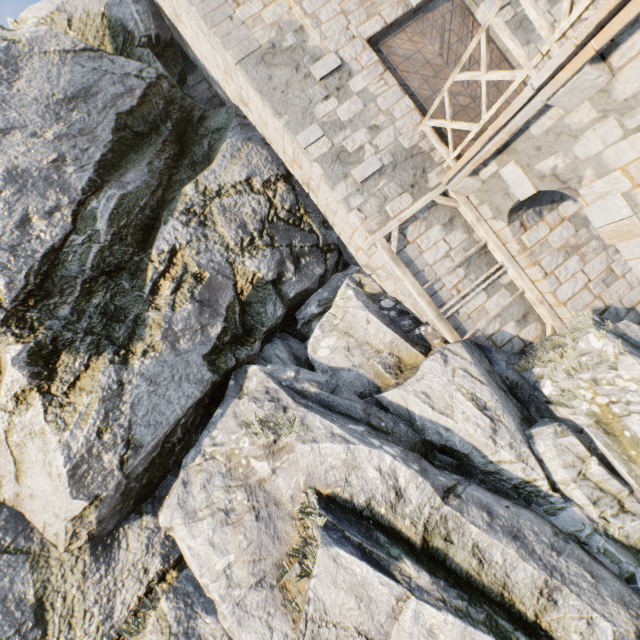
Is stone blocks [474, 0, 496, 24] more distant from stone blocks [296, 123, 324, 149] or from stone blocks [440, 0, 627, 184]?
stone blocks [296, 123, 324, 149]

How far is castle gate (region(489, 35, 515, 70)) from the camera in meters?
8.4 m

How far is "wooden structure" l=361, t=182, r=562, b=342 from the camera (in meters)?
7.57

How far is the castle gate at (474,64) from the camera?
8.3 meters

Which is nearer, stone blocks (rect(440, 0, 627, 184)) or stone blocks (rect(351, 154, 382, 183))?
stone blocks (rect(440, 0, 627, 184))

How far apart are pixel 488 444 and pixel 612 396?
2.4 meters

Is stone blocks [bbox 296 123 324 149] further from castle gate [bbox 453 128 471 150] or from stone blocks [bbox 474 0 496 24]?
stone blocks [bbox 474 0 496 24]

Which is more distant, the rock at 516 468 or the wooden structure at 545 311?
the wooden structure at 545 311
